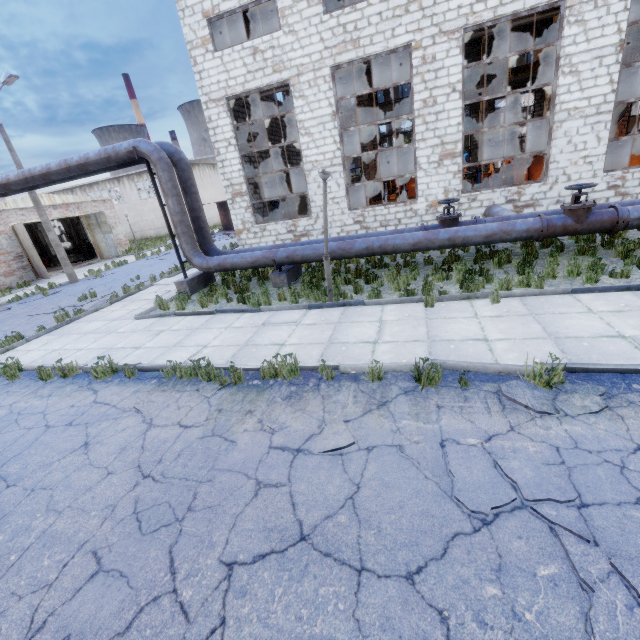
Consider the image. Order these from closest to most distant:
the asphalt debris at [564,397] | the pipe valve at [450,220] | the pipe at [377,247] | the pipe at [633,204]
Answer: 1. the asphalt debris at [564,397]
2. the pipe at [633,204]
3. the pipe at [377,247]
4. the pipe valve at [450,220]

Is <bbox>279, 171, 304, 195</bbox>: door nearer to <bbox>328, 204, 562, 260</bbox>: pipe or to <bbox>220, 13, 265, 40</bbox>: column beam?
<bbox>220, 13, 265, 40</bbox>: column beam

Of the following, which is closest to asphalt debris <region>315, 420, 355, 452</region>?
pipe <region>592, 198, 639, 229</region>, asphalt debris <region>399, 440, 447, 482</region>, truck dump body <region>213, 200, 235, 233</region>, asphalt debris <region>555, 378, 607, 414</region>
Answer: asphalt debris <region>399, 440, 447, 482</region>

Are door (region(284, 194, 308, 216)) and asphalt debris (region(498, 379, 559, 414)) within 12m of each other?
no

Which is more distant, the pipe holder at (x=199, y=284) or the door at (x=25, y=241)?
the door at (x=25, y=241)

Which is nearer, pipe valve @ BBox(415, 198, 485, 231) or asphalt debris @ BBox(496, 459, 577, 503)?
asphalt debris @ BBox(496, 459, 577, 503)

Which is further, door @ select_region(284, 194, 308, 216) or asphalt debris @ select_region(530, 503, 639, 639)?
door @ select_region(284, 194, 308, 216)

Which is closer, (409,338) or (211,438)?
(211,438)
